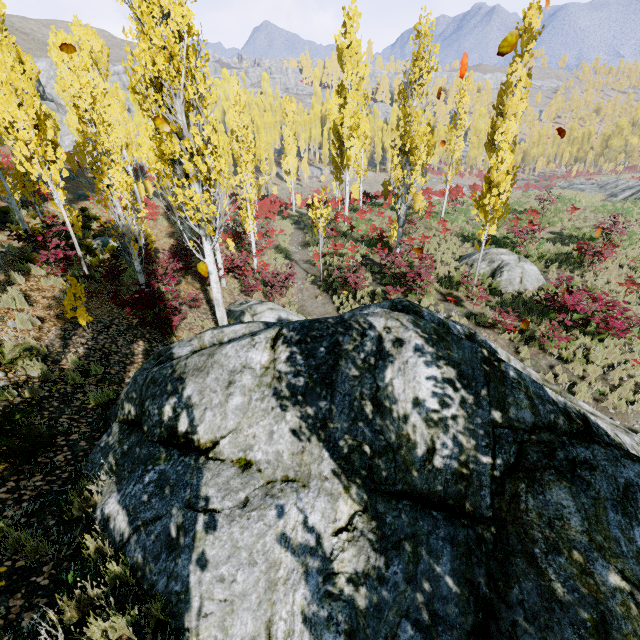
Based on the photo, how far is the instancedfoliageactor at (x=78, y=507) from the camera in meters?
3.8

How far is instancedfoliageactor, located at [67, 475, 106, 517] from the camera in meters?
3.8

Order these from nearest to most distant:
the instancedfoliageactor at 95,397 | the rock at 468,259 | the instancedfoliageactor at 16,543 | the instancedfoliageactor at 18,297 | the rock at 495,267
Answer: the instancedfoliageactor at 16,543, the instancedfoliageactor at 95,397, the instancedfoliageactor at 18,297, the rock at 495,267, the rock at 468,259

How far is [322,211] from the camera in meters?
16.8

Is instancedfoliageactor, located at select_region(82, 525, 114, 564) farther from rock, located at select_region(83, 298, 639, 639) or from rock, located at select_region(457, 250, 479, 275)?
rock, located at select_region(457, 250, 479, 275)

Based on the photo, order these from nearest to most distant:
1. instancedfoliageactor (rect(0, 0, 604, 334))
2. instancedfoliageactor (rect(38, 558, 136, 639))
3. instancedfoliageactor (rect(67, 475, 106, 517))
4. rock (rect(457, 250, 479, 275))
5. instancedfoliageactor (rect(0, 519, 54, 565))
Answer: instancedfoliageactor (rect(38, 558, 136, 639))
instancedfoliageactor (rect(0, 519, 54, 565))
instancedfoliageactor (rect(67, 475, 106, 517))
instancedfoliageactor (rect(0, 0, 604, 334))
rock (rect(457, 250, 479, 275))
